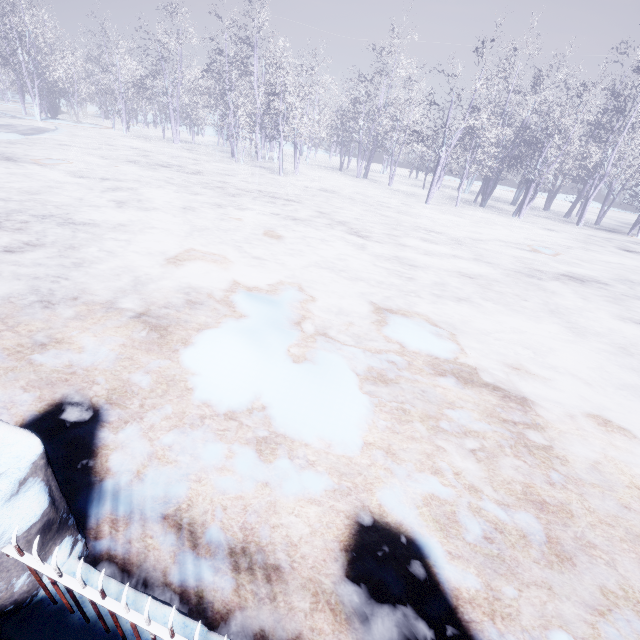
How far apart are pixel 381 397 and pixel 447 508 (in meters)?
1.08
